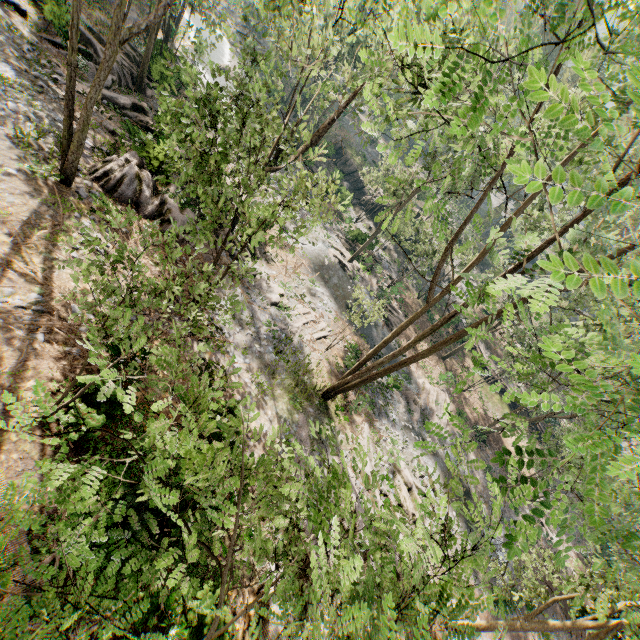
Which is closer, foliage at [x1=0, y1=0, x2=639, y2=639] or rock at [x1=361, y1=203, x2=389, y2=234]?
foliage at [x1=0, y1=0, x2=639, y2=639]

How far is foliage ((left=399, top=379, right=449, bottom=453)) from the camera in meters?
7.4

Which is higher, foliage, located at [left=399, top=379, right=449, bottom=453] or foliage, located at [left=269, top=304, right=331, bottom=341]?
foliage, located at [left=269, top=304, right=331, bottom=341]

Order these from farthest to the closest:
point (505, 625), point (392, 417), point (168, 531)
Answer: point (392, 417)
point (505, 625)
point (168, 531)

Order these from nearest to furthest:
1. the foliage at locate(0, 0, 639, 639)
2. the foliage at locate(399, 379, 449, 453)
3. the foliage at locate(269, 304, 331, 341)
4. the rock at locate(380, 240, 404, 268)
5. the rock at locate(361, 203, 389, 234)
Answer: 1. the foliage at locate(0, 0, 639, 639)
2. the foliage at locate(399, 379, 449, 453)
3. the foliage at locate(269, 304, 331, 341)
4. the rock at locate(380, 240, 404, 268)
5. the rock at locate(361, 203, 389, 234)

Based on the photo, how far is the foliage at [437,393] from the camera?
7.4m

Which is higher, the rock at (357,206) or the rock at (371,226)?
the rock at (357,206)
